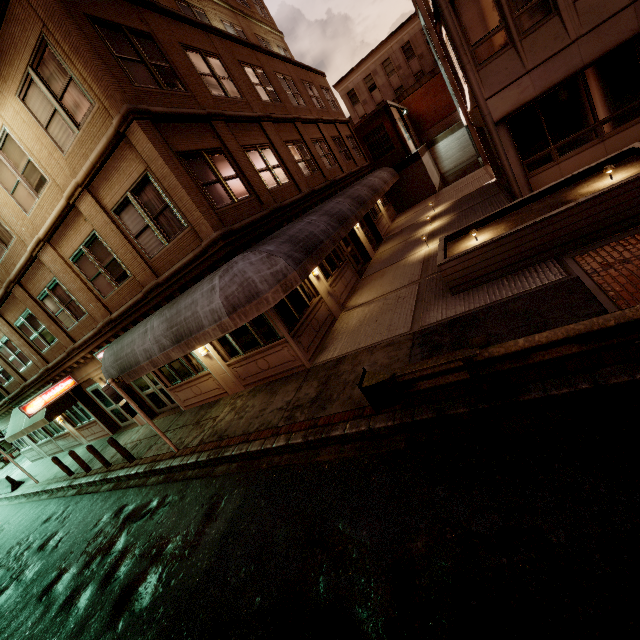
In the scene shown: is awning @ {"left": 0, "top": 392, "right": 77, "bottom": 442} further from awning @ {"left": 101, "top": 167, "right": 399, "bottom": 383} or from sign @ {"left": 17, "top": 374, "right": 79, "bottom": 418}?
awning @ {"left": 101, "top": 167, "right": 399, "bottom": 383}

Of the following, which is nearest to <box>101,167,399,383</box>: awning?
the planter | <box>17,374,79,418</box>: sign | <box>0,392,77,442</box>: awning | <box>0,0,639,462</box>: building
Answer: <box>0,0,639,462</box>: building

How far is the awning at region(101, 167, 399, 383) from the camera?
8.05m

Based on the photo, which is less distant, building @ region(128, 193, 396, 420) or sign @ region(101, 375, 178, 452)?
sign @ region(101, 375, 178, 452)

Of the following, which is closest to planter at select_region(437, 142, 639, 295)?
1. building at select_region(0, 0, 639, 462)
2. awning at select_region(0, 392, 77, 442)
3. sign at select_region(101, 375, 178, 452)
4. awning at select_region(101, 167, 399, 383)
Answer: awning at select_region(101, 167, 399, 383)

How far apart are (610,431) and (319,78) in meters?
26.4 m

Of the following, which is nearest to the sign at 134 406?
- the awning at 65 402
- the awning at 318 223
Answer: the awning at 318 223

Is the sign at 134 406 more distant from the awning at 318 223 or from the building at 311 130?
the building at 311 130
